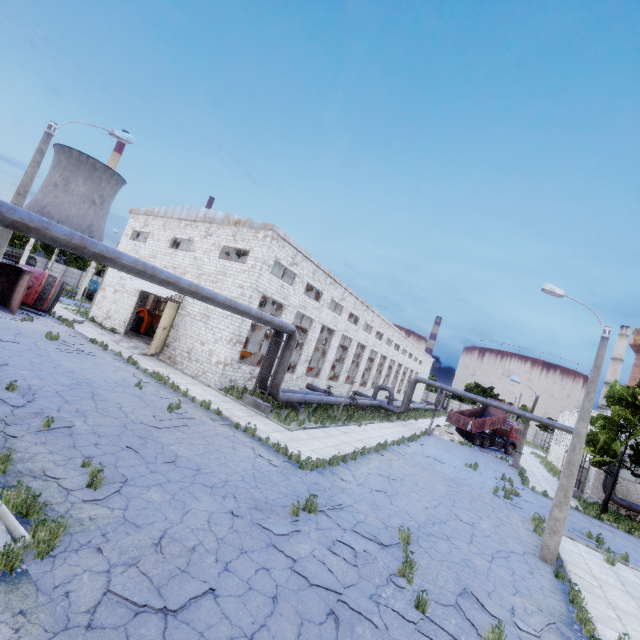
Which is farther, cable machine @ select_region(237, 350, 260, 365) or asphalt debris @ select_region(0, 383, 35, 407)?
cable machine @ select_region(237, 350, 260, 365)

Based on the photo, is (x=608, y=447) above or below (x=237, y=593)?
above

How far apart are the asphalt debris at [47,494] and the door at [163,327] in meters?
14.6 m

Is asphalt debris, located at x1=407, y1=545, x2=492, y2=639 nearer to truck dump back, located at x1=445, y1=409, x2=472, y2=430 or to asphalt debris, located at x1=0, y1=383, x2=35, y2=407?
asphalt debris, located at x1=0, y1=383, x2=35, y2=407

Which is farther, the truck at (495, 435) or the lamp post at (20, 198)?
the truck at (495, 435)

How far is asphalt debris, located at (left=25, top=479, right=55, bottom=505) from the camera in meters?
6.2 m

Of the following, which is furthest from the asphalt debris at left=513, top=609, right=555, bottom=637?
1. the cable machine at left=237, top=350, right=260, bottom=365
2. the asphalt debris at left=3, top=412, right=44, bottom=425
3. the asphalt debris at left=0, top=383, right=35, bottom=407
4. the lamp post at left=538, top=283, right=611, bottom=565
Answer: the cable machine at left=237, top=350, right=260, bottom=365

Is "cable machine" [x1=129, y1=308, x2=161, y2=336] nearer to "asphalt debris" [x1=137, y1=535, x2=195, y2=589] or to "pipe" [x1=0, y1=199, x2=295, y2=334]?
"pipe" [x1=0, y1=199, x2=295, y2=334]
